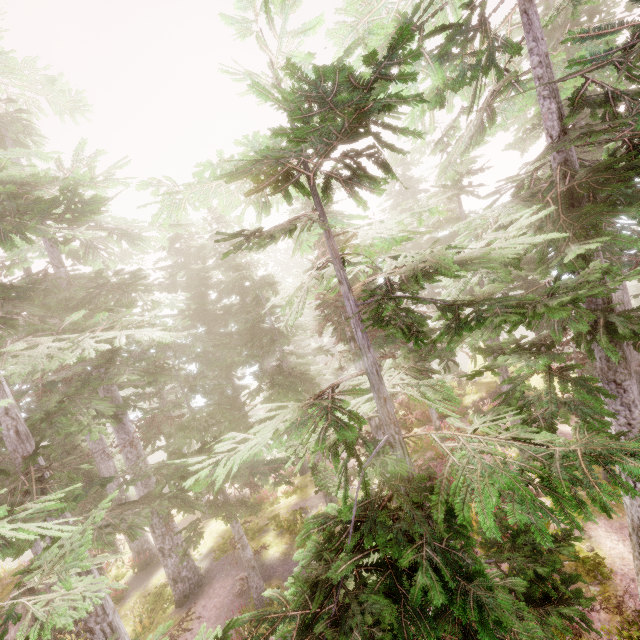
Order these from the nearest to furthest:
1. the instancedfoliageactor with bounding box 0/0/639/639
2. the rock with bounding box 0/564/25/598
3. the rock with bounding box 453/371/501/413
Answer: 1. the instancedfoliageactor with bounding box 0/0/639/639
2. the rock with bounding box 0/564/25/598
3. the rock with bounding box 453/371/501/413

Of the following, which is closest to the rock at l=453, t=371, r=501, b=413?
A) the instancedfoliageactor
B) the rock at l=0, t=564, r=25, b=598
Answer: the instancedfoliageactor

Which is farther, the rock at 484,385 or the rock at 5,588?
the rock at 484,385

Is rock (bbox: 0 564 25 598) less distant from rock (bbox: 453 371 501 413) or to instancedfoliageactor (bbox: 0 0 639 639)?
instancedfoliageactor (bbox: 0 0 639 639)

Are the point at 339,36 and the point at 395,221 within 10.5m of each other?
yes

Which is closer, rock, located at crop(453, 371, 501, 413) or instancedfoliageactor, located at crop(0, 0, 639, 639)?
instancedfoliageactor, located at crop(0, 0, 639, 639)

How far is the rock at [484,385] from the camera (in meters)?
22.78
